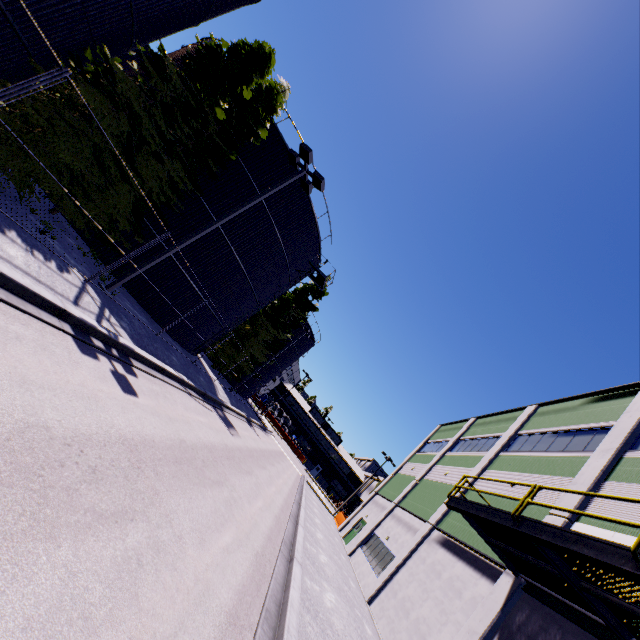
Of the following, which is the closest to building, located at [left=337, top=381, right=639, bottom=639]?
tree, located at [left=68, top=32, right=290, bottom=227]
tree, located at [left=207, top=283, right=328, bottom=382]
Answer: tree, located at [left=207, top=283, right=328, bottom=382]

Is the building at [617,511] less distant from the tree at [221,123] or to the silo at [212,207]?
the silo at [212,207]

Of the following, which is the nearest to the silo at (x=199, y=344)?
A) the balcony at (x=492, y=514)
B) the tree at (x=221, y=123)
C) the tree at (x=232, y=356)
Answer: the tree at (x=232, y=356)

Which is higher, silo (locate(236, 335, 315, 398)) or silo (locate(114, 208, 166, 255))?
silo (locate(236, 335, 315, 398))

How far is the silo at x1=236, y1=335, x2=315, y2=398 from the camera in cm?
4028

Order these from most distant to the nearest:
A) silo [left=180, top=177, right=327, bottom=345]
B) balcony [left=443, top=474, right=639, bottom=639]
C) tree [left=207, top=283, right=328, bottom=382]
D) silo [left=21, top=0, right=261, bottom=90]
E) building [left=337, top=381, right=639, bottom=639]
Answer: tree [left=207, top=283, right=328, bottom=382] → silo [left=180, top=177, right=327, bottom=345] → building [left=337, top=381, right=639, bottom=639] → silo [left=21, top=0, right=261, bottom=90] → balcony [left=443, top=474, right=639, bottom=639]

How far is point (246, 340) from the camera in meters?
33.4
